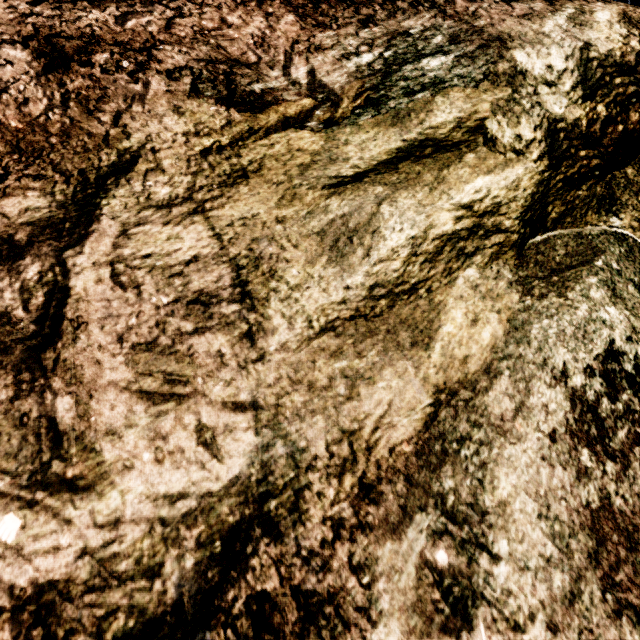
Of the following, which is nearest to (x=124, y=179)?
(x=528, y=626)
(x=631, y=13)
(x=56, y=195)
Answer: (x=56, y=195)
